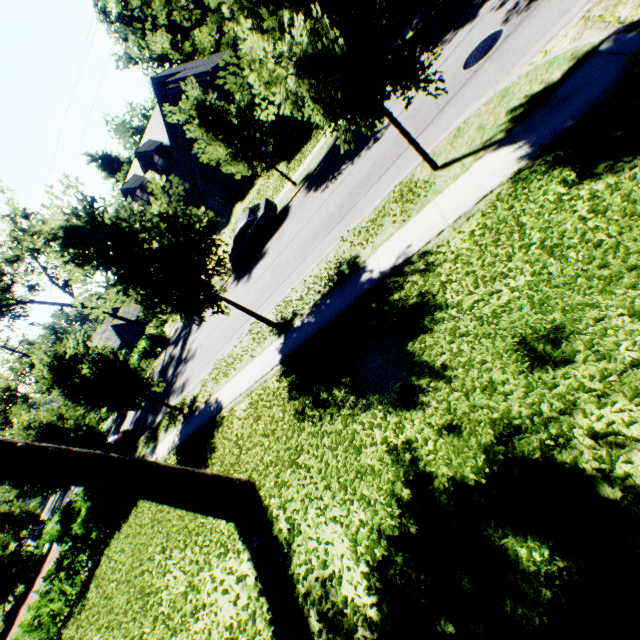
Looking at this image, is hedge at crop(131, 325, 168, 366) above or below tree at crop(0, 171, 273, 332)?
below

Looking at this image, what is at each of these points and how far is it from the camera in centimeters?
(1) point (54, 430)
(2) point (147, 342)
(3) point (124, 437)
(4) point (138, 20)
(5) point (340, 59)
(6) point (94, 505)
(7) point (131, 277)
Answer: (1) tree, 1756cm
(2) hedge, 3203cm
(3) car, 2166cm
(4) plant, 5622cm
(5) tree, 482cm
(6) hedge, 1530cm
(7) tree, 804cm

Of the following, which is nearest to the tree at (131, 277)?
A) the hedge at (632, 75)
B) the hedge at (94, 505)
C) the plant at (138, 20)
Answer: the hedge at (94, 505)

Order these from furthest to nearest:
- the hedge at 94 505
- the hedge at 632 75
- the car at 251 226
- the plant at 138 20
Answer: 1. the plant at 138 20
2. the car at 251 226
3. the hedge at 94 505
4. the hedge at 632 75

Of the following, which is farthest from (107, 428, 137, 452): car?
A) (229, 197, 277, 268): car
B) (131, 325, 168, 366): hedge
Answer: (229, 197, 277, 268): car

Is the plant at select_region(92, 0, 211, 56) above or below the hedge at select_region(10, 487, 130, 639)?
above

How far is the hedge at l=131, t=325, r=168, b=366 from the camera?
32.2m

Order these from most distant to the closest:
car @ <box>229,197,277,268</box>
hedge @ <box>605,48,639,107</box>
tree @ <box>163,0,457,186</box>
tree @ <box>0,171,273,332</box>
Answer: car @ <box>229,197,277,268</box> < tree @ <box>0,171,273,332</box> < tree @ <box>163,0,457,186</box> < hedge @ <box>605,48,639,107</box>
